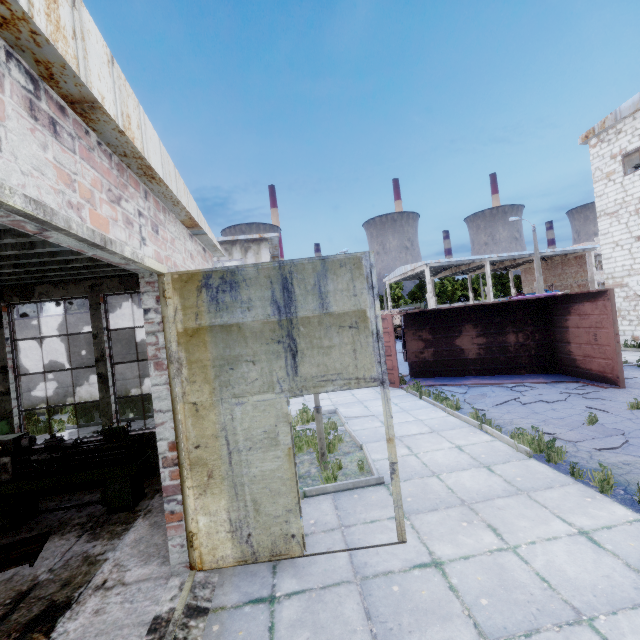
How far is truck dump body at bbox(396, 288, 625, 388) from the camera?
10.2m

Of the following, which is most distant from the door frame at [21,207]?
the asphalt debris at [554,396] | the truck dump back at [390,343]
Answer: the truck dump back at [390,343]

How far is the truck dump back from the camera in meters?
12.9

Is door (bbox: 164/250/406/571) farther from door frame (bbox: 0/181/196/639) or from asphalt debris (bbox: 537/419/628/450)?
asphalt debris (bbox: 537/419/628/450)

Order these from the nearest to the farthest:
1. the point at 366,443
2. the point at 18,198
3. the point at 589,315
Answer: the point at 18,198, the point at 366,443, the point at 589,315

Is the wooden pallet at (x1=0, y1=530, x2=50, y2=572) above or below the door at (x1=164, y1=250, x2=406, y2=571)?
below

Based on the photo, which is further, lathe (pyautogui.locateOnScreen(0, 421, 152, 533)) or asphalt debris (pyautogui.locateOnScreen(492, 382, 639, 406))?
asphalt debris (pyautogui.locateOnScreen(492, 382, 639, 406))

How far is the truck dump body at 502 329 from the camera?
10.17m
